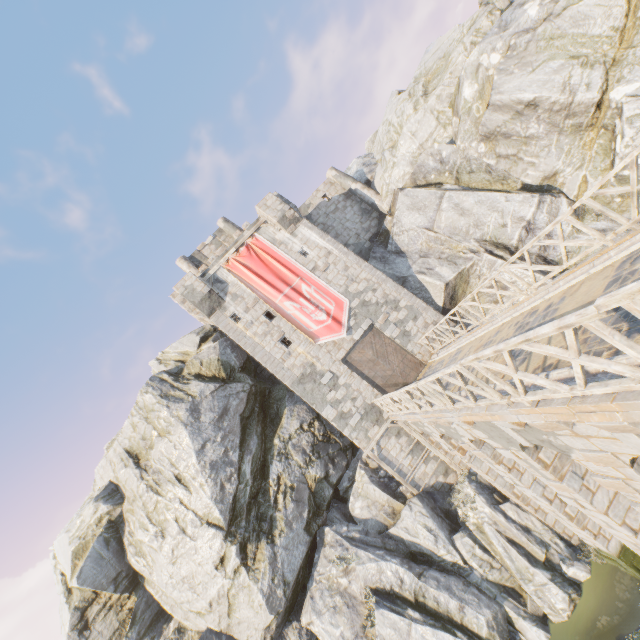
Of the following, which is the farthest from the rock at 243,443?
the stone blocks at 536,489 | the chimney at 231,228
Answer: the chimney at 231,228

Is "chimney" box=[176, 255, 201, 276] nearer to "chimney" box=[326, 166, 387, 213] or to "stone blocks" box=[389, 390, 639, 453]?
"chimney" box=[326, 166, 387, 213]

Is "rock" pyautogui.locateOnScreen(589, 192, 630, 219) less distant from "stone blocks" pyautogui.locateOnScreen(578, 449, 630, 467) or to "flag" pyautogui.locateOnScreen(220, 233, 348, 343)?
"stone blocks" pyautogui.locateOnScreen(578, 449, 630, 467)

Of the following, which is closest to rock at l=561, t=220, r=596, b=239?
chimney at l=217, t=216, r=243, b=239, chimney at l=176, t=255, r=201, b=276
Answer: chimney at l=176, t=255, r=201, b=276

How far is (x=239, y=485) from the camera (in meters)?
16.48

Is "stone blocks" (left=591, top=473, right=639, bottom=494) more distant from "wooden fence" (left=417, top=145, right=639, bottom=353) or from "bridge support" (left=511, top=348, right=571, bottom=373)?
"wooden fence" (left=417, top=145, right=639, bottom=353)

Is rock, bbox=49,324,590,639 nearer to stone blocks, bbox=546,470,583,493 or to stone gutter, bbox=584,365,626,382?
stone gutter, bbox=584,365,626,382

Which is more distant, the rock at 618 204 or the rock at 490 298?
the rock at 490 298
